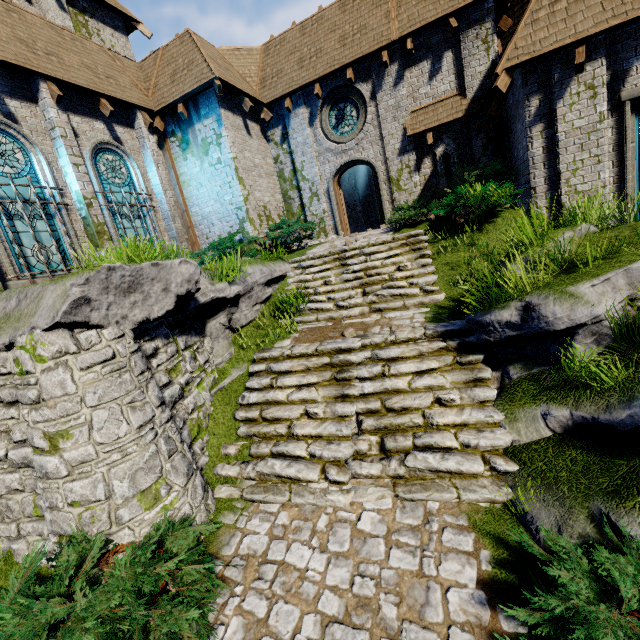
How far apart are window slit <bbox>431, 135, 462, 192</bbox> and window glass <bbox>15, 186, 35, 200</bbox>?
12.3m

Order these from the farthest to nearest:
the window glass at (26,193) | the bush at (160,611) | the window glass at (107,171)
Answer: the window glass at (107,171)
the window glass at (26,193)
the bush at (160,611)

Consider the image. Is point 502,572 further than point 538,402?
No

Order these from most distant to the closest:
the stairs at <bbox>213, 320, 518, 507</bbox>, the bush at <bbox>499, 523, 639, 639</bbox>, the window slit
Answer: the window slit < the stairs at <bbox>213, 320, 518, 507</bbox> < the bush at <bbox>499, 523, 639, 639</bbox>

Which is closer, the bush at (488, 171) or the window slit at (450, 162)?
the bush at (488, 171)

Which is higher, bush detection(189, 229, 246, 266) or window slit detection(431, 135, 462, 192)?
window slit detection(431, 135, 462, 192)

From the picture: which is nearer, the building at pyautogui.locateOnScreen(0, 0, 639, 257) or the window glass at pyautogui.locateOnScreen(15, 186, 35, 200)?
the building at pyautogui.locateOnScreen(0, 0, 639, 257)

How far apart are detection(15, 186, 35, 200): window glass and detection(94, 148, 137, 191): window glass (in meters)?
1.54
